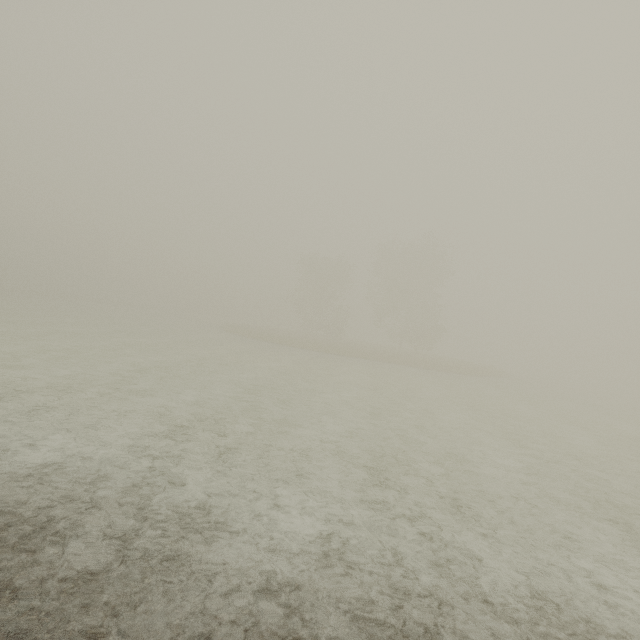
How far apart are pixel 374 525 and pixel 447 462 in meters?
4.5
